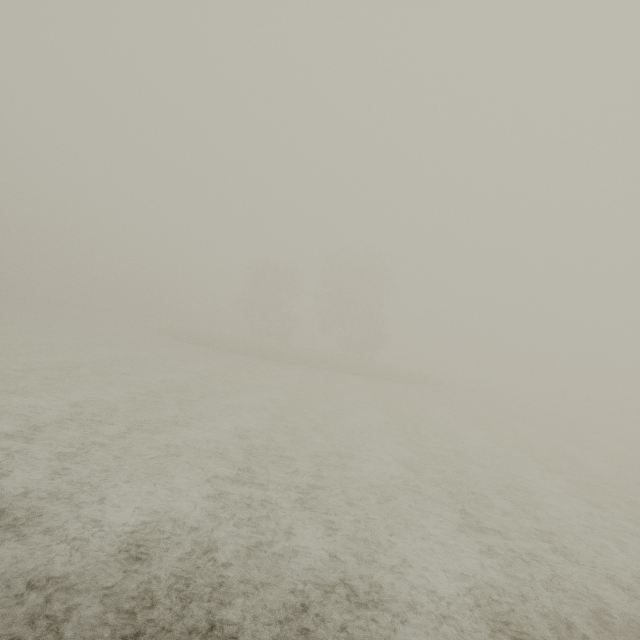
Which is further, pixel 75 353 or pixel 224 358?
pixel 224 358
